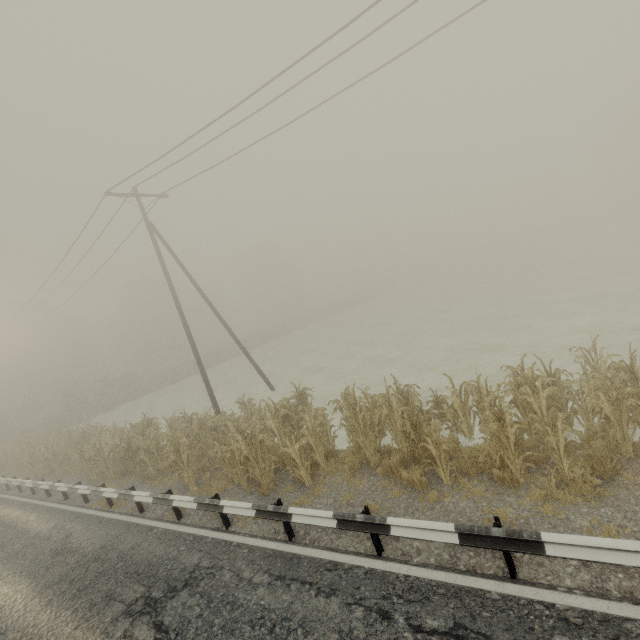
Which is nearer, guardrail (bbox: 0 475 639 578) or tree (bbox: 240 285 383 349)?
guardrail (bbox: 0 475 639 578)

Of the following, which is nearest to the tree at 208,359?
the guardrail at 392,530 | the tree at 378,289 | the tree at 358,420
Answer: the tree at 378,289

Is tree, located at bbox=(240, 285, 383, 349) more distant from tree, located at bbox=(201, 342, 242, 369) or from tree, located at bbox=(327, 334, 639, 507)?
tree, located at bbox=(327, 334, 639, 507)

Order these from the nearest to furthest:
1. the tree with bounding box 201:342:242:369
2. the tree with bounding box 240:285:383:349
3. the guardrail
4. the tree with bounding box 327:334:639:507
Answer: the guardrail < the tree with bounding box 327:334:639:507 < the tree with bounding box 201:342:242:369 < the tree with bounding box 240:285:383:349

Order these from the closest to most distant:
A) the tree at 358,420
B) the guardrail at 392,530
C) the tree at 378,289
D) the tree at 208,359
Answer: the guardrail at 392,530
the tree at 358,420
the tree at 208,359
the tree at 378,289

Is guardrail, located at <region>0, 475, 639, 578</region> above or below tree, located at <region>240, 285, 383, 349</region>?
below

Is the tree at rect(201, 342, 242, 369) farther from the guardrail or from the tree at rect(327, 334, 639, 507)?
the tree at rect(327, 334, 639, 507)

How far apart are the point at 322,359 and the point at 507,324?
12.86m
